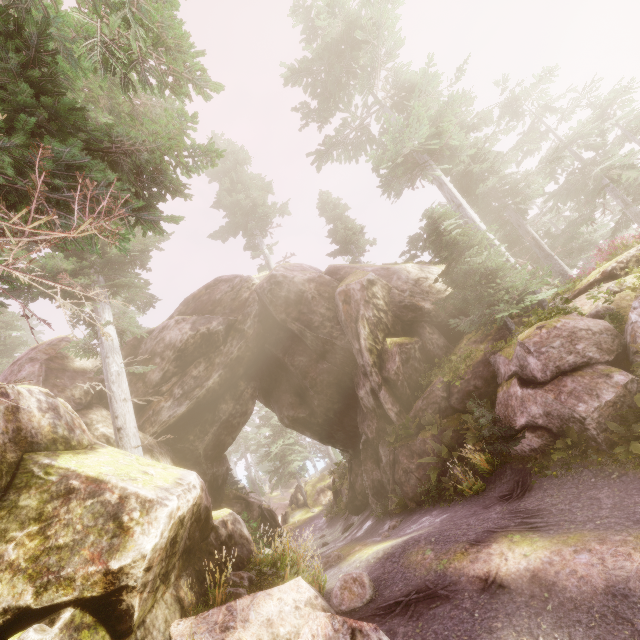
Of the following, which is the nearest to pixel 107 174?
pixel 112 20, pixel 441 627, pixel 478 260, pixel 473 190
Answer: pixel 112 20

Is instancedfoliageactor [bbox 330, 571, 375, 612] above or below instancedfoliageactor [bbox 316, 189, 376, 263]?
below

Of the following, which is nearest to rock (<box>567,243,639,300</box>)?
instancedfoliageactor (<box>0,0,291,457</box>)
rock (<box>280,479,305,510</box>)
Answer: instancedfoliageactor (<box>0,0,291,457</box>)

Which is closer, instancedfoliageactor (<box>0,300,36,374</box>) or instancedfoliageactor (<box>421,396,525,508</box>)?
instancedfoliageactor (<box>421,396,525,508</box>)

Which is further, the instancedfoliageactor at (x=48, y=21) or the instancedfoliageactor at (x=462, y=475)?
the instancedfoliageactor at (x=462, y=475)

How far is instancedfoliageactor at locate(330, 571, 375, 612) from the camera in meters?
6.5

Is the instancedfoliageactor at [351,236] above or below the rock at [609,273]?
above
